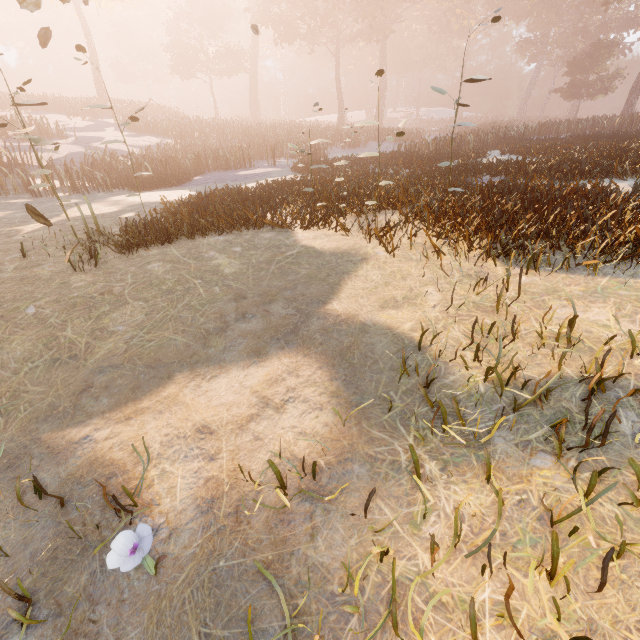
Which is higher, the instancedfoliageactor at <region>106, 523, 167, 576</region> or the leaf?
the leaf

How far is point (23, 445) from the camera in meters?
2.7 m

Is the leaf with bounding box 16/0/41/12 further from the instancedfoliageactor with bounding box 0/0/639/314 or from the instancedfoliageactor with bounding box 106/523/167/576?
the instancedfoliageactor with bounding box 0/0/639/314

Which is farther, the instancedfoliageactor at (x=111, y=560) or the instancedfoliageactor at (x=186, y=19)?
the instancedfoliageactor at (x=186, y=19)

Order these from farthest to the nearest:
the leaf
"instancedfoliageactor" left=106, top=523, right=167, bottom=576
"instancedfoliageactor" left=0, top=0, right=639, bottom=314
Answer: "instancedfoliageactor" left=0, top=0, right=639, bottom=314 → the leaf → "instancedfoliageactor" left=106, top=523, right=167, bottom=576

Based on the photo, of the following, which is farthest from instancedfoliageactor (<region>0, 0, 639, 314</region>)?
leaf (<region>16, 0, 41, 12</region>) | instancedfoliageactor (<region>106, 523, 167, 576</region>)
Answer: leaf (<region>16, 0, 41, 12</region>)

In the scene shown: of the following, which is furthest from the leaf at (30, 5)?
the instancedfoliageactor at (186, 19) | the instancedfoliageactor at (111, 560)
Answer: the instancedfoliageactor at (186, 19)
